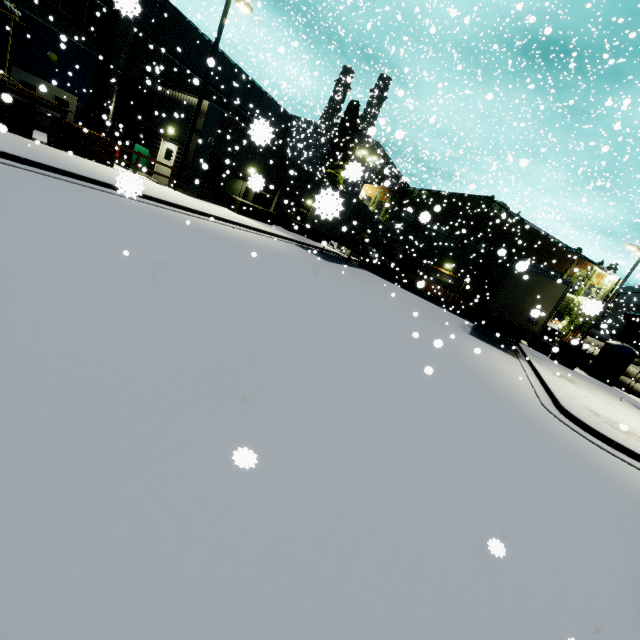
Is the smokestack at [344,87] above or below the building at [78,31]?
above

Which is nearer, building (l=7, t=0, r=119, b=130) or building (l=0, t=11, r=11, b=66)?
building (l=0, t=11, r=11, b=66)

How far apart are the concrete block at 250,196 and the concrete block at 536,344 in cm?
922

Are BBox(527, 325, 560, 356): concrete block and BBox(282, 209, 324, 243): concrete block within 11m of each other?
no

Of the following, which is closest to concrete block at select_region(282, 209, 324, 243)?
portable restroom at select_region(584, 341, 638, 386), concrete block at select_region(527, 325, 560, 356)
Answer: concrete block at select_region(527, 325, 560, 356)

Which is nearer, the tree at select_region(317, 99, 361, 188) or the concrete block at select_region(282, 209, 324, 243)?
the concrete block at select_region(282, 209, 324, 243)

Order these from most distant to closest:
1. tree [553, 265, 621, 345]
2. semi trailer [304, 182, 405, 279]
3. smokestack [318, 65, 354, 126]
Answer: smokestack [318, 65, 354, 126], tree [553, 265, 621, 345], semi trailer [304, 182, 405, 279]

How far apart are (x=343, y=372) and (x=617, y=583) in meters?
3.8 m
